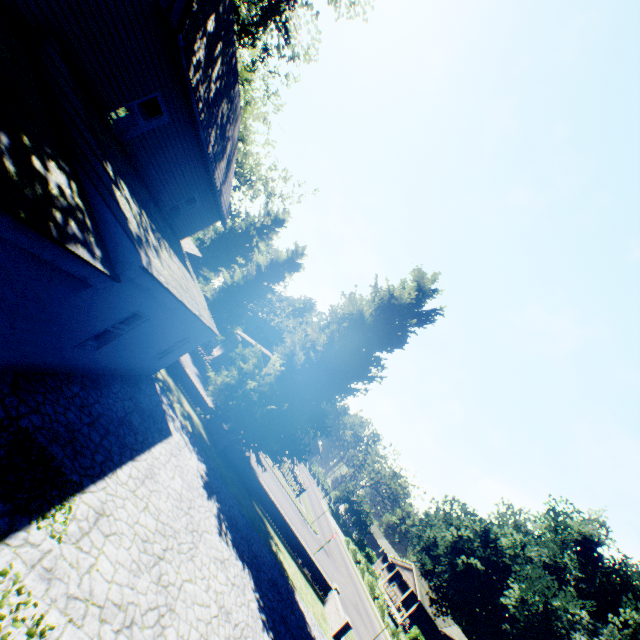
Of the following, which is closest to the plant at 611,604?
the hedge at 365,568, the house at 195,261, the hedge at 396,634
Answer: the house at 195,261

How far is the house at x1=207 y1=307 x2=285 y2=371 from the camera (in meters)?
37.12

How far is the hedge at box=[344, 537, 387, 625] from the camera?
34.7m

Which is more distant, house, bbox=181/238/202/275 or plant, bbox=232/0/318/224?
house, bbox=181/238/202/275

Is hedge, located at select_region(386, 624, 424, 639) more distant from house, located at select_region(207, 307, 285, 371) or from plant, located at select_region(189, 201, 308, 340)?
house, located at select_region(207, 307, 285, 371)

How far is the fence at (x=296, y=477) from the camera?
32.7m

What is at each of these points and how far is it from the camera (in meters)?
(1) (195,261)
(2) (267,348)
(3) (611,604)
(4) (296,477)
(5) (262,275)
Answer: (1) house, 52.28
(2) house, 48.88
(3) plant, 27.78
(4) fence, 32.88
(5) plant, 34.78
